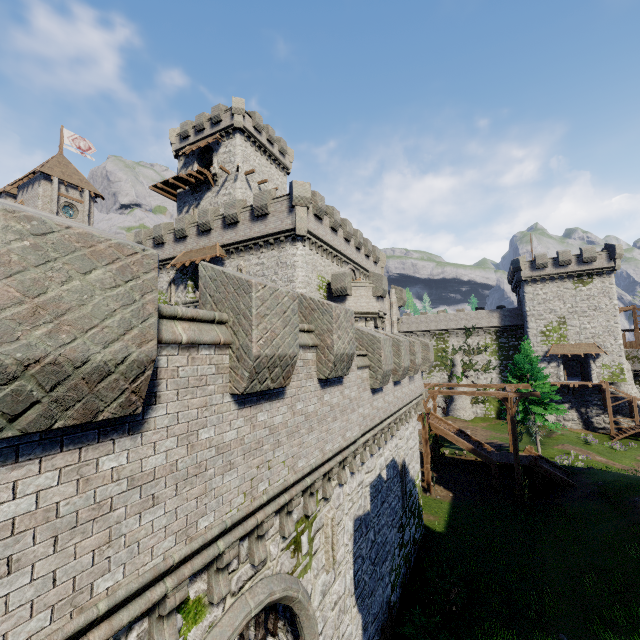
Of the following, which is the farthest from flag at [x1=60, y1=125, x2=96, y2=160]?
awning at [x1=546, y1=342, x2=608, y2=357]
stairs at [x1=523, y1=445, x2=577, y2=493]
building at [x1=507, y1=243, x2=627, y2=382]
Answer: awning at [x1=546, y1=342, x2=608, y2=357]

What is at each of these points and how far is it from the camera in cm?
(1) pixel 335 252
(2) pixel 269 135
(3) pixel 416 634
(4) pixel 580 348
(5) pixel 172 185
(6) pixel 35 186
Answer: (1) building tower, 2884
(2) building, 3903
(3) bush, 1127
(4) awning, 4088
(5) walkway, 3812
(6) building, 3769

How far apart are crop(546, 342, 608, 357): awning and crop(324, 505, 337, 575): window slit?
44.0 meters

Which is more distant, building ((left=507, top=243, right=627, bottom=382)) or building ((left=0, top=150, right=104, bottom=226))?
building ((left=507, top=243, right=627, bottom=382))

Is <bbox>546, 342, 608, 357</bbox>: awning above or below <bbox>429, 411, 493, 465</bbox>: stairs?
above

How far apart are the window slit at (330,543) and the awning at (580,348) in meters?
44.0

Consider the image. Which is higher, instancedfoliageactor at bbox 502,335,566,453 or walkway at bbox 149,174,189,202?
walkway at bbox 149,174,189,202

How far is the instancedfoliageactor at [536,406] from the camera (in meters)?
28.20
